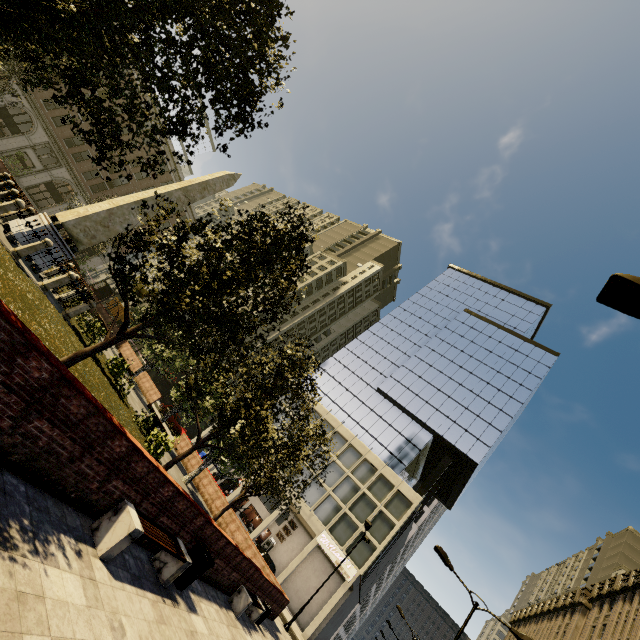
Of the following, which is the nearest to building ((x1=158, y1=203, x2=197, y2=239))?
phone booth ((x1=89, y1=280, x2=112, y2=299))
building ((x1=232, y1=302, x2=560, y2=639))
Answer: building ((x1=232, y1=302, x2=560, y2=639))

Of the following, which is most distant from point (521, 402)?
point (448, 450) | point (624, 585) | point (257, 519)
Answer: point (257, 519)

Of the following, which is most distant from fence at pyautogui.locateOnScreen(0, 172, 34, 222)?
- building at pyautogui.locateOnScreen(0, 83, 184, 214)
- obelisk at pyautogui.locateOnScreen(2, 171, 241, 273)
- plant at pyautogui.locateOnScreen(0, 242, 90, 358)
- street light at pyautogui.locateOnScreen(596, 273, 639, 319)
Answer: building at pyautogui.locateOnScreen(0, 83, 184, 214)

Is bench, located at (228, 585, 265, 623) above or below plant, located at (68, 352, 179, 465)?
above

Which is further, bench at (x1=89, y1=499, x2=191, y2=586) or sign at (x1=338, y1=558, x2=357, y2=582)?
sign at (x1=338, y1=558, x2=357, y2=582)

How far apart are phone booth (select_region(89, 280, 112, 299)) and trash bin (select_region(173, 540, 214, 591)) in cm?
3103

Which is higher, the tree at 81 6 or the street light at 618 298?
the street light at 618 298

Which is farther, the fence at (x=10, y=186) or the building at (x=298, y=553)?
the building at (x=298, y=553)
